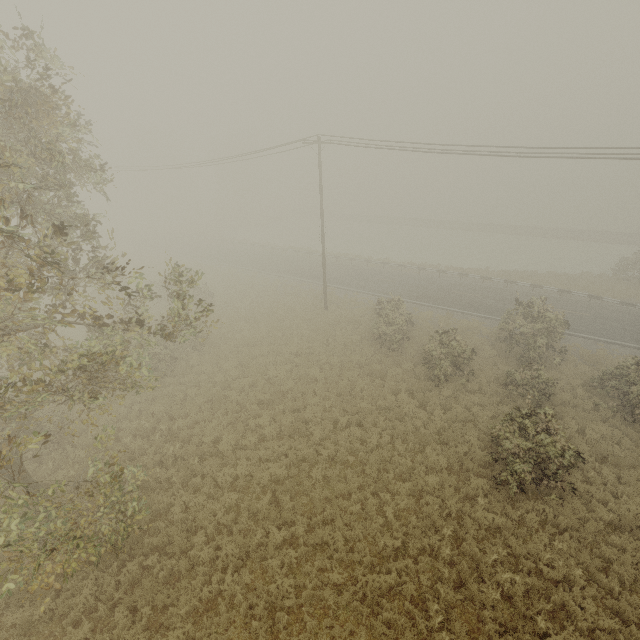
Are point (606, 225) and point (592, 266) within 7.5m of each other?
no
